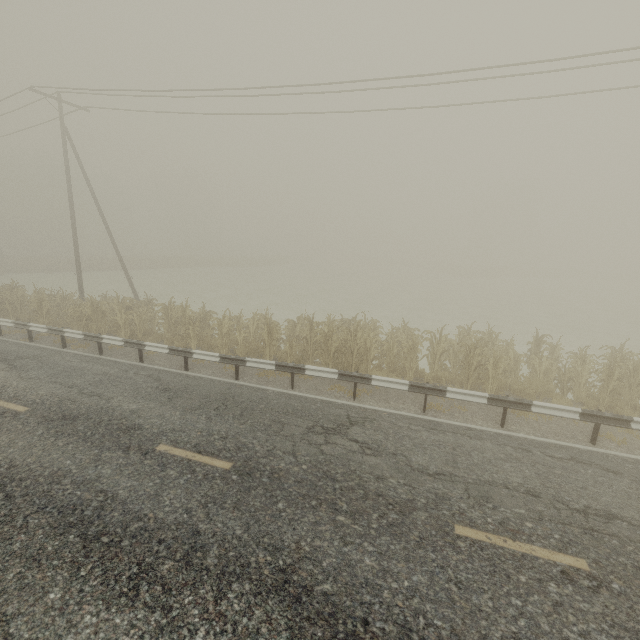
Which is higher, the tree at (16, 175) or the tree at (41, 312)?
the tree at (16, 175)

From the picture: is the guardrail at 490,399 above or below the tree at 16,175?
below

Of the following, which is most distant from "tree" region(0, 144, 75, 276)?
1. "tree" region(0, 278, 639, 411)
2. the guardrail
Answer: "tree" region(0, 278, 639, 411)

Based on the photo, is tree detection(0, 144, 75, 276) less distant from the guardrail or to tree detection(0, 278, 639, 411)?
the guardrail

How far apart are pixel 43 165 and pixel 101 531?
64.9 meters

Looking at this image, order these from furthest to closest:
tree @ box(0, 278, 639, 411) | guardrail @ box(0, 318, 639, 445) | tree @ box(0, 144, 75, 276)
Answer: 1. tree @ box(0, 144, 75, 276)
2. tree @ box(0, 278, 639, 411)
3. guardrail @ box(0, 318, 639, 445)
